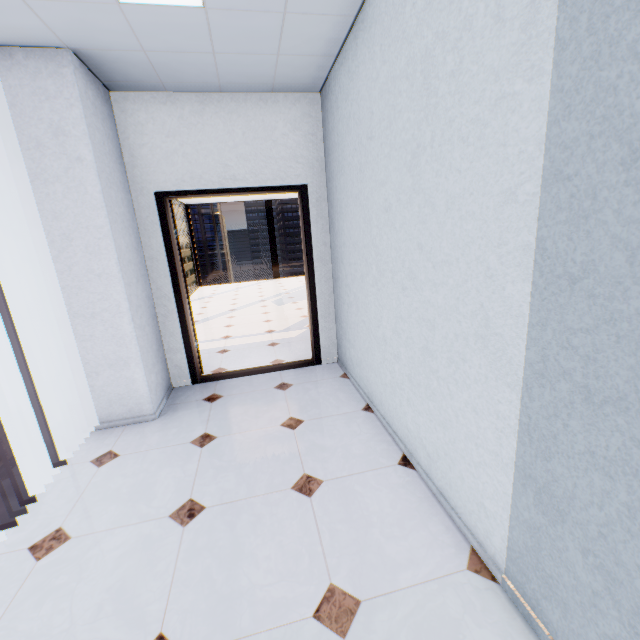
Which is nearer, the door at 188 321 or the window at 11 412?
the window at 11 412

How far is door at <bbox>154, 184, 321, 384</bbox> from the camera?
3.3m

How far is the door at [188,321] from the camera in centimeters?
A: 331cm

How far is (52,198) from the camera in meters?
2.5

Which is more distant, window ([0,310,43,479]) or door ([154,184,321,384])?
door ([154,184,321,384])
